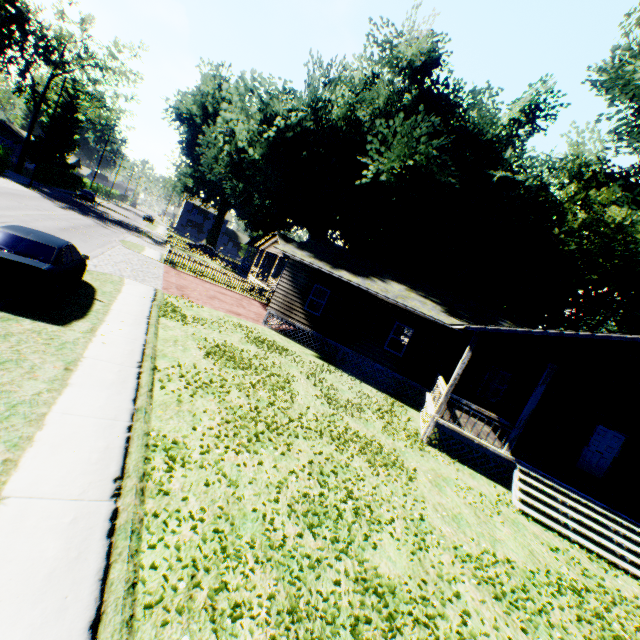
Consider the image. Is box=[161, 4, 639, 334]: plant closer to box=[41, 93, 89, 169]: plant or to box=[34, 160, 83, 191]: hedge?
box=[34, 160, 83, 191]: hedge

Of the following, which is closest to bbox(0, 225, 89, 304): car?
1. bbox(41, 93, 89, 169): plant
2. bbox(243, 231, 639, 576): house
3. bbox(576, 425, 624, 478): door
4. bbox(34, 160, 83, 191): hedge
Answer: bbox(243, 231, 639, 576): house

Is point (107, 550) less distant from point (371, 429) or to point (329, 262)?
point (371, 429)

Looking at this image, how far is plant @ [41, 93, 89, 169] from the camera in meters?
55.9 m

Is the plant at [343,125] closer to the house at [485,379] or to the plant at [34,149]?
the house at [485,379]

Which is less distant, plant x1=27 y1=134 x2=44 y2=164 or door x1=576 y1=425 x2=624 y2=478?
door x1=576 y1=425 x2=624 y2=478

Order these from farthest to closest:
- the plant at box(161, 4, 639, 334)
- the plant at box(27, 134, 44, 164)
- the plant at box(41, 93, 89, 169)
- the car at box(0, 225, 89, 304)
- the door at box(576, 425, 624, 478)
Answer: the plant at box(41, 93, 89, 169)
the plant at box(27, 134, 44, 164)
the plant at box(161, 4, 639, 334)
the door at box(576, 425, 624, 478)
the car at box(0, 225, 89, 304)

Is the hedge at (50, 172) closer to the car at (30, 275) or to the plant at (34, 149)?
the plant at (34, 149)
